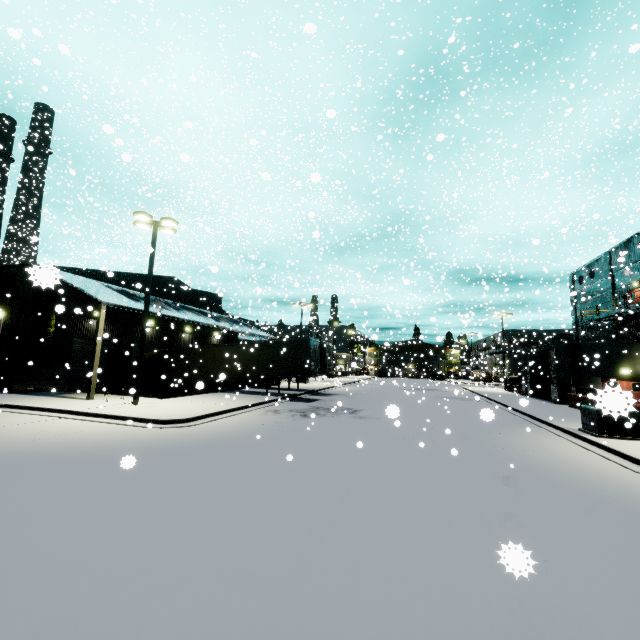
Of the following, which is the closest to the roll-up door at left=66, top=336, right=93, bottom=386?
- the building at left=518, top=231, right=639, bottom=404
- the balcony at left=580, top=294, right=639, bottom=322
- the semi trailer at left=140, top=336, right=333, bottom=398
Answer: the building at left=518, top=231, right=639, bottom=404

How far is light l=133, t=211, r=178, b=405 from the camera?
16.36m

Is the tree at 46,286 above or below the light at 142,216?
below

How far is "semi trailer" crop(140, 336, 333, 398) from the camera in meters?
22.9

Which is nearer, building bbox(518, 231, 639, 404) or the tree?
the tree

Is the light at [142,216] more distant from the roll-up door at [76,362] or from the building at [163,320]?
the roll-up door at [76,362]

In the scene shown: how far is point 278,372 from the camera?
23.14m

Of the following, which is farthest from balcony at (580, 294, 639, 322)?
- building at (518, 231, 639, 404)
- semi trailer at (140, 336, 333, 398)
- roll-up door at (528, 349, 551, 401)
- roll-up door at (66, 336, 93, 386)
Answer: roll-up door at (66, 336, 93, 386)
